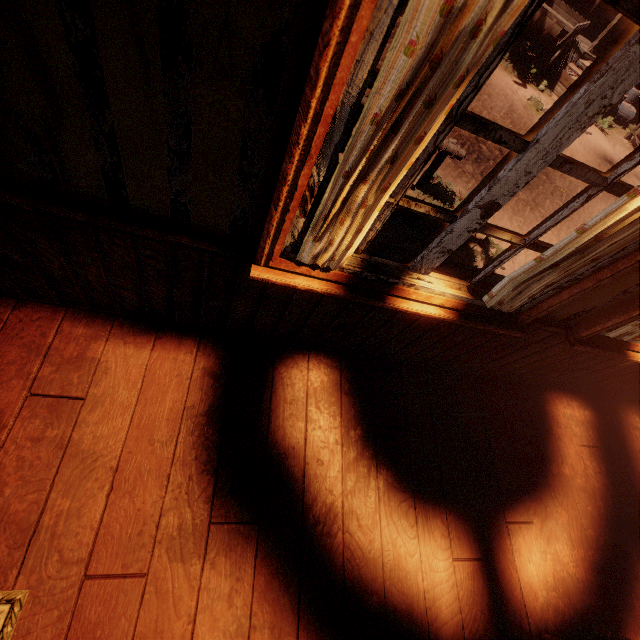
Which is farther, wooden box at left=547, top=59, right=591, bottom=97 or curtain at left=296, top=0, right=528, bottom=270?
wooden box at left=547, top=59, right=591, bottom=97

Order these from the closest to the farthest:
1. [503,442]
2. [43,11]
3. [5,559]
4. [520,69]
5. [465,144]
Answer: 1. [43,11]
2. [5,559]
3. [503,442]
4. [465,144]
5. [520,69]

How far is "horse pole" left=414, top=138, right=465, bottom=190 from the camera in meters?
4.8

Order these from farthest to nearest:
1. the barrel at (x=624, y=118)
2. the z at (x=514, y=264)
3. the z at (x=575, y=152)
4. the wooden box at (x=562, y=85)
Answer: the barrel at (x=624, y=118) → the wooden box at (x=562, y=85) → the z at (x=575, y=152) → the z at (x=514, y=264)

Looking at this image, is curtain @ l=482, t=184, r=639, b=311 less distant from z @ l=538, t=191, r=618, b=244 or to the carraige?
z @ l=538, t=191, r=618, b=244

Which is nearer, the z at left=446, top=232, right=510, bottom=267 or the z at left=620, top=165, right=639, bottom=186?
the z at left=446, top=232, right=510, bottom=267

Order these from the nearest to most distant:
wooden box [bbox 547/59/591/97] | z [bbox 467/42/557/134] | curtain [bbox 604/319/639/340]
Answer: curtain [bbox 604/319/639/340], z [bbox 467/42/557/134], wooden box [bbox 547/59/591/97]

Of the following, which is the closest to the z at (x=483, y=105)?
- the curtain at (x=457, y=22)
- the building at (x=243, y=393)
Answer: the building at (x=243, y=393)
